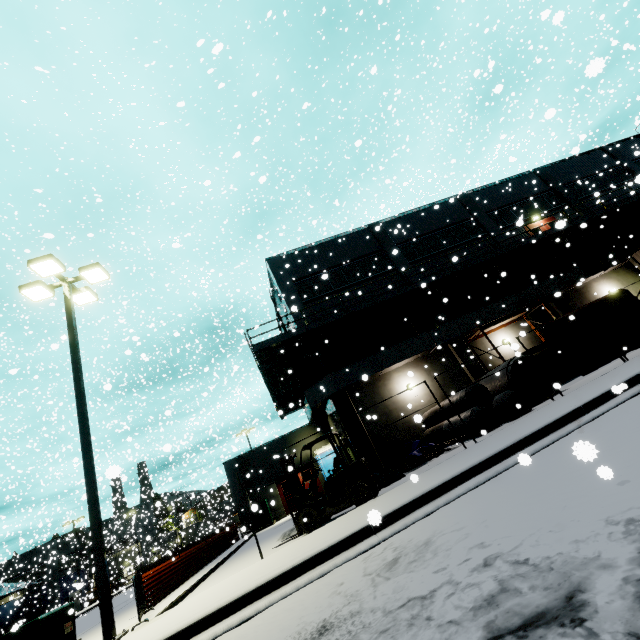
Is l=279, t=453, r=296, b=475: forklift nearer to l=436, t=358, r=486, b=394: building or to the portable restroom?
l=436, t=358, r=486, b=394: building

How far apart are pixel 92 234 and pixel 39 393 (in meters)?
17.98

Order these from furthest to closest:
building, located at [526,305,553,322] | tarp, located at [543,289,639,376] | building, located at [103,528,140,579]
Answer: building, located at [103,528,140,579]
building, located at [526,305,553,322]
tarp, located at [543,289,639,376]

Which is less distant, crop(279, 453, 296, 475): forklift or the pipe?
crop(279, 453, 296, 475): forklift

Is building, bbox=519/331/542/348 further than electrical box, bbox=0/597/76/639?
Yes

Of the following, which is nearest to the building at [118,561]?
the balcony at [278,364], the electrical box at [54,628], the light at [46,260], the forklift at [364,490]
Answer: the balcony at [278,364]

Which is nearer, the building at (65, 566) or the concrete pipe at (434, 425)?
the concrete pipe at (434, 425)

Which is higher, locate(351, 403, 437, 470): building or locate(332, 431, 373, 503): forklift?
locate(351, 403, 437, 470): building
